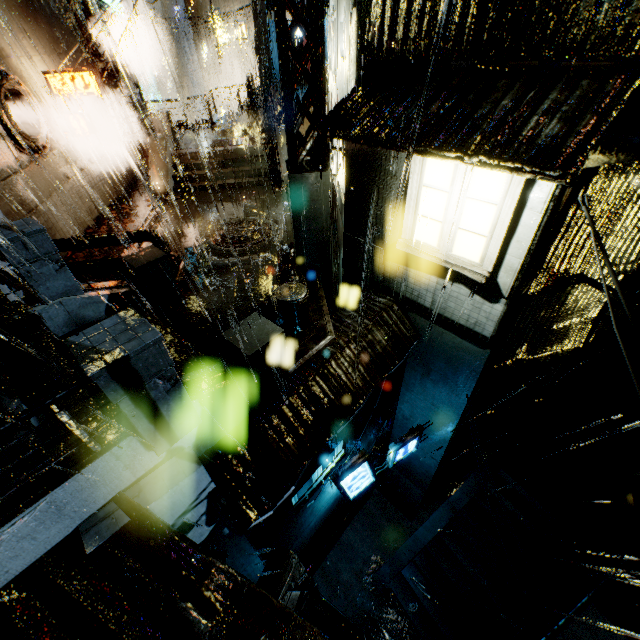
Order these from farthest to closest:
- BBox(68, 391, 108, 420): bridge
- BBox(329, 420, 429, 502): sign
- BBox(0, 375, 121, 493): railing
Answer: BBox(329, 420, 429, 502): sign
BBox(68, 391, 108, 420): bridge
BBox(0, 375, 121, 493): railing

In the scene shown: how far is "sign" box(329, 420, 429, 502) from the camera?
8.88m

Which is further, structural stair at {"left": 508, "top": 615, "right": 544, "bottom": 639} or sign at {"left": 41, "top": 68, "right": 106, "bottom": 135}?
sign at {"left": 41, "top": 68, "right": 106, "bottom": 135}

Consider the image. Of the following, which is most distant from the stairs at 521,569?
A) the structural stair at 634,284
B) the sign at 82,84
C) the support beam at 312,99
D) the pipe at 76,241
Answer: the sign at 82,84

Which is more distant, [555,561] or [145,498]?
[555,561]

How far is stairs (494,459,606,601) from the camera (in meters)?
9.59

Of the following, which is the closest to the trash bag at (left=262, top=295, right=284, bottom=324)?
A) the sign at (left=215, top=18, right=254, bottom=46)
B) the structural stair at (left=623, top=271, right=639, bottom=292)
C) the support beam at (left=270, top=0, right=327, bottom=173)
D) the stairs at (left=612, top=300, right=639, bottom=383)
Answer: the support beam at (left=270, top=0, right=327, bottom=173)

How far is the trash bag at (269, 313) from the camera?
8.2m
